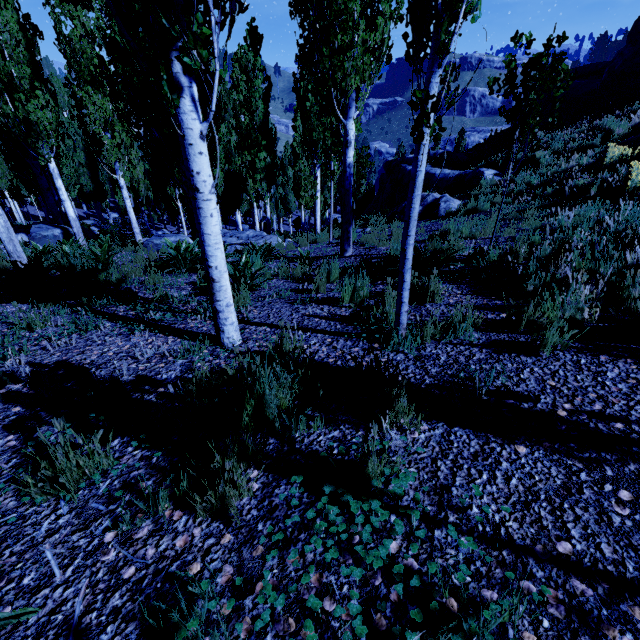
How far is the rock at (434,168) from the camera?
16.2 meters

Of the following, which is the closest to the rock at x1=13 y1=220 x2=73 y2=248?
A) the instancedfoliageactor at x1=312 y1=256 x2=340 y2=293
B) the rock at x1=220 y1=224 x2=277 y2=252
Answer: the rock at x1=220 y1=224 x2=277 y2=252

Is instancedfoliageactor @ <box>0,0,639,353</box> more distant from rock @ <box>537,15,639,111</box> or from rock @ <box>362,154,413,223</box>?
rock @ <box>537,15,639,111</box>

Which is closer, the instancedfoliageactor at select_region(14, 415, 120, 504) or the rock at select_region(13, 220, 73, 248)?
the instancedfoliageactor at select_region(14, 415, 120, 504)

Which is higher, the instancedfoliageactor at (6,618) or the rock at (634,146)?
the rock at (634,146)

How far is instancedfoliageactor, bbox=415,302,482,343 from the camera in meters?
3.0 m

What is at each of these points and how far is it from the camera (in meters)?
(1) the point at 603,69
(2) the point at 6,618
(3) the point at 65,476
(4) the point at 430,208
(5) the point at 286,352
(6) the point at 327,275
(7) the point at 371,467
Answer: (1) rock, 18.47
(2) instancedfoliageactor, 0.92
(3) instancedfoliageactor, 1.61
(4) rock, 12.34
(5) instancedfoliageactor, 2.86
(6) instancedfoliageactor, 5.63
(7) instancedfoliageactor, 1.52

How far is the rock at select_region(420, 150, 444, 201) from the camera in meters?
16.2
